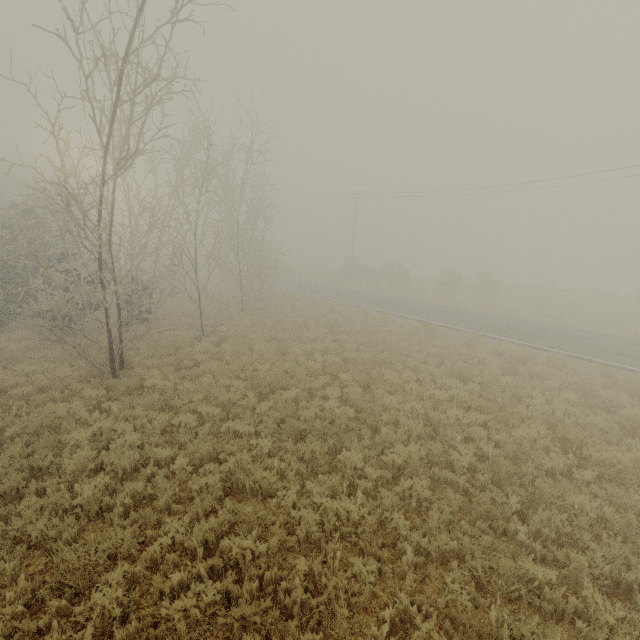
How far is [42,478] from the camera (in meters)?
6.66
